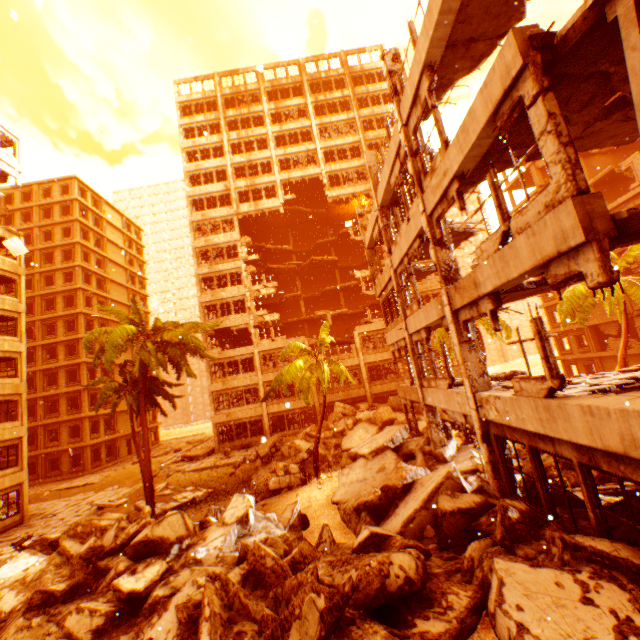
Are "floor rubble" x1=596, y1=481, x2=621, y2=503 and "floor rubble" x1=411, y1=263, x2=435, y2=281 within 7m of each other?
no

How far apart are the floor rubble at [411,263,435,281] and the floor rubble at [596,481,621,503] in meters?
9.6

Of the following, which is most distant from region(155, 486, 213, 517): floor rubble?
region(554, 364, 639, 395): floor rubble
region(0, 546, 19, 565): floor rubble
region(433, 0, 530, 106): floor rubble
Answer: region(433, 0, 530, 106): floor rubble

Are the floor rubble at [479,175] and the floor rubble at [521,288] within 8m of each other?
yes

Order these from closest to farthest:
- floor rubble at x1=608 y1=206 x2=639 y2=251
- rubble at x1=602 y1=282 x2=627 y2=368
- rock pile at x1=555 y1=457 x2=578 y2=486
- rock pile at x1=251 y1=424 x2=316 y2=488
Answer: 1. floor rubble at x1=608 y1=206 x2=639 y2=251
2. rock pile at x1=555 y1=457 x2=578 y2=486
3. rubble at x1=602 y1=282 x2=627 y2=368
4. rock pile at x1=251 y1=424 x2=316 y2=488

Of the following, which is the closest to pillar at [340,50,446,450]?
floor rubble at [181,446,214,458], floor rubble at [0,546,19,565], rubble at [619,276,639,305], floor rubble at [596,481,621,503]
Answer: floor rubble at [596,481,621,503]

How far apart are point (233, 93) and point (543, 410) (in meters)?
44.13

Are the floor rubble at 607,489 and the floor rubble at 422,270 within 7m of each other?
no
